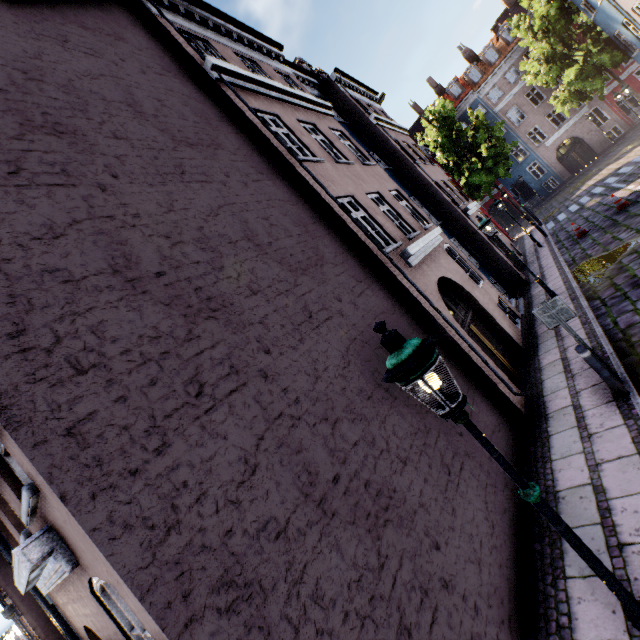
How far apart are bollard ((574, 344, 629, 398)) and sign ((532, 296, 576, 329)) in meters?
0.5 m

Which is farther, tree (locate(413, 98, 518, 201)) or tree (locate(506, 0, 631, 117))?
tree (locate(413, 98, 518, 201))

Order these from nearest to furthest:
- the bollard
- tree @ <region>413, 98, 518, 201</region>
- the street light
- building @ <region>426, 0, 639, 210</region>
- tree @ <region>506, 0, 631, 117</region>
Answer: the street light, the bollard, tree @ <region>506, 0, 631, 117</region>, tree @ <region>413, 98, 518, 201</region>, building @ <region>426, 0, 639, 210</region>

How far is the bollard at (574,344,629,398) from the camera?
5.4 meters

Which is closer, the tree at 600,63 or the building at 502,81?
the tree at 600,63

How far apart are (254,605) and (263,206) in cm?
547

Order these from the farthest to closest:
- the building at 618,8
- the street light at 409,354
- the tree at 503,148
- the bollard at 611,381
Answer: the tree at 503,148 < the building at 618,8 < the bollard at 611,381 < the street light at 409,354

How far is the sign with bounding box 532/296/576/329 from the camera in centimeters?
579cm
